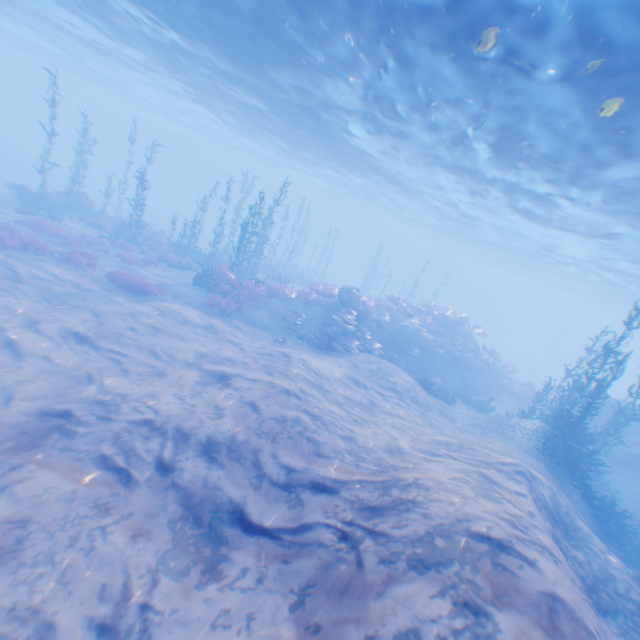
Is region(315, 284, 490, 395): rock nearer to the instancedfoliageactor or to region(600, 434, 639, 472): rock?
region(600, 434, 639, 472): rock

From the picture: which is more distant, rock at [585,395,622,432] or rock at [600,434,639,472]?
rock at [585,395,622,432]

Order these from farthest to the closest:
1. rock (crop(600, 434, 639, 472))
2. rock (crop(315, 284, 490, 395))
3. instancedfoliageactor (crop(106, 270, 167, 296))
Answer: rock (crop(315, 284, 490, 395)), rock (crop(600, 434, 639, 472)), instancedfoliageactor (crop(106, 270, 167, 296))

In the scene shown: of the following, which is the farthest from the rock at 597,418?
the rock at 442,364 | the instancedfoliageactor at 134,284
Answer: the instancedfoliageactor at 134,284

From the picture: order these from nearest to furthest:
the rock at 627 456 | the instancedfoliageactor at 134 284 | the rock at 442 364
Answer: the instancedfoliageactor at 134 284
the rock at 627 456
the rock at 442 364

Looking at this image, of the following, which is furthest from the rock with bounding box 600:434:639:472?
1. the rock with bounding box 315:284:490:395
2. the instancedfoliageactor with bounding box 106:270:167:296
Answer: the instancedfoliageactor with bounding box 106:270:167:296

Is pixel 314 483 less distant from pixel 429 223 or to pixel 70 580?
pixel 70 580
